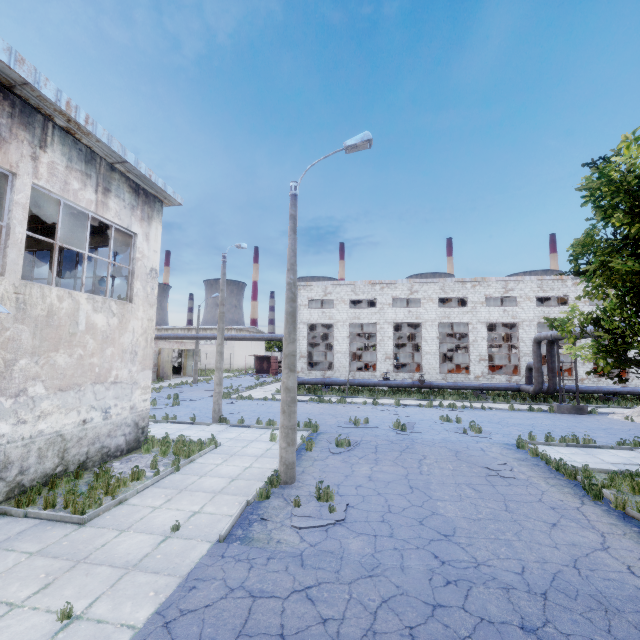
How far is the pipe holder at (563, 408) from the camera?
20.4m

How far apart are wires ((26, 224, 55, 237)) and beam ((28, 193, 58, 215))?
2.4 meters

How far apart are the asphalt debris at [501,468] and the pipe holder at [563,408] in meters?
13.1

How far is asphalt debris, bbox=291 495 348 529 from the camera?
6.7m

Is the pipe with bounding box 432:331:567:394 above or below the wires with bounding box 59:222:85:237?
below

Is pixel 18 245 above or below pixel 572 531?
above

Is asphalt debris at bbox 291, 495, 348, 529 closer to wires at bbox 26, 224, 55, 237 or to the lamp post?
the lamp post

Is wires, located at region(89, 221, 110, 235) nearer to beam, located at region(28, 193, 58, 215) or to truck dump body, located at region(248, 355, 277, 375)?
beam, located at region(28, 193, 58, 215)
